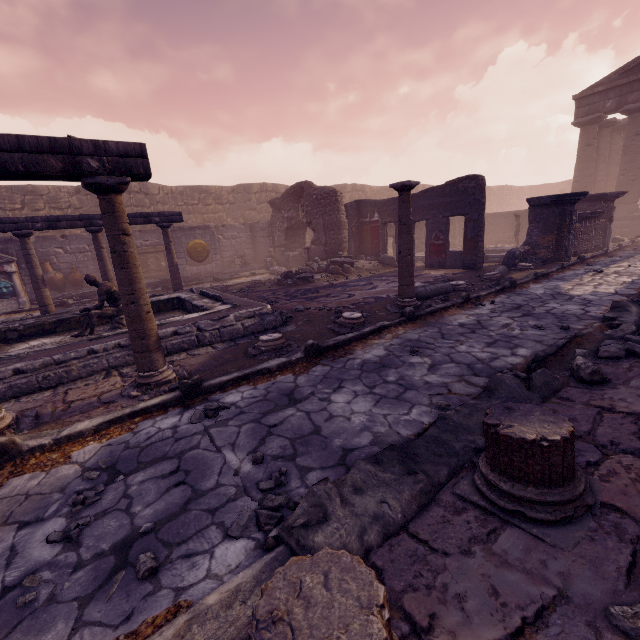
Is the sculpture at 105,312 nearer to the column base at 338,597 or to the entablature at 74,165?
the entablature at 74,165

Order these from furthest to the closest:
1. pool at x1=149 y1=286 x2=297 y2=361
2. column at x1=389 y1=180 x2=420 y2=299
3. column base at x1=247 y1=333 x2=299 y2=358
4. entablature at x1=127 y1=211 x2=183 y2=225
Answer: entablature at x1=127 y1=211 x2=183 y2=225 < column at x1=389 y1=180 x2=420 y2=299 < pool at x1=149 y1=286 x2=297 y2=361 < column base at x1=247 y1=333 x2=299 y2=358

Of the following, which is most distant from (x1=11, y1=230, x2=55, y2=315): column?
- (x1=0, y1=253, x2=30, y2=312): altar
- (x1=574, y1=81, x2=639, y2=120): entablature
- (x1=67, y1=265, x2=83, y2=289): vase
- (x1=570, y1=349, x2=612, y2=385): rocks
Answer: (x1=574, y1=81, x2=639, y2=120): entablature

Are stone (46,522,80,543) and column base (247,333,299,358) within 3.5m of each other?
yes

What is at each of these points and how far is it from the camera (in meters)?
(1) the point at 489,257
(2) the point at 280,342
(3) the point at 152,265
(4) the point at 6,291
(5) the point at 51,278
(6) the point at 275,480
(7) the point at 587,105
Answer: (1) pool, 12.34
(2) column base, 4.86
(3) relief sculpture, 15.41
(4) face mask, 11.27
(5) vase, 12.96
(6) stone, 2.39
(7) entablature, 17.80

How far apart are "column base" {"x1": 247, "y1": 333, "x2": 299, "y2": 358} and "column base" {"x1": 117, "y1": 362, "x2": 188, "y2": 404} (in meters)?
0.87

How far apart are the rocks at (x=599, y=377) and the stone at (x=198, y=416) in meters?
3.6

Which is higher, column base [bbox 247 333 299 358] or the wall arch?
the wall arch
